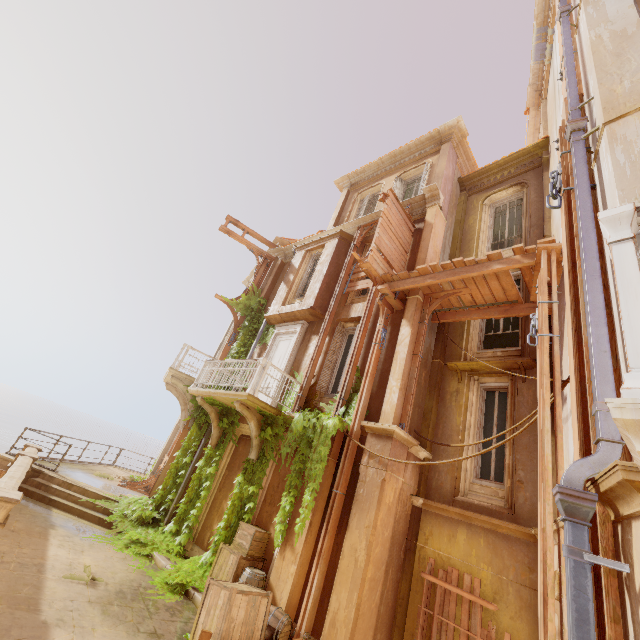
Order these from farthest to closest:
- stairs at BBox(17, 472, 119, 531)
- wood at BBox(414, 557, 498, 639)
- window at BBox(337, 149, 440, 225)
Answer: window at BBox(337, 149, 440, 225) < stairs at BBox(17, 472, 119, 531) < wood at BBox(414, 557, 498, 639)

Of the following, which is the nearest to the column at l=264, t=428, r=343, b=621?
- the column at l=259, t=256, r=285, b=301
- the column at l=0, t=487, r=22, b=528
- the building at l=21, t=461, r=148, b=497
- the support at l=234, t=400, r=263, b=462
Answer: the building at l=21, t=461, r=148, b=497

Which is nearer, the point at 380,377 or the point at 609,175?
the point at 609,175

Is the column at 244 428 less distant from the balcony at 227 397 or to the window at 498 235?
the balcony at 227 397

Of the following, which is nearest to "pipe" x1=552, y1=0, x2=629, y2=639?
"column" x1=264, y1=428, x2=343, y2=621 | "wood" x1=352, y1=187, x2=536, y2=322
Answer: "wood" x1=352, y1=187, x2=536, y2=322

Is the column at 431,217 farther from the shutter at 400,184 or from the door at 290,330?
the door at 290,330

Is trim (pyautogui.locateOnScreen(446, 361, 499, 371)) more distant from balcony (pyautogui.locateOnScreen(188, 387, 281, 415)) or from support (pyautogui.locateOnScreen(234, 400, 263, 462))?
support (pyautogui.locateOnScreen(234, 400, 263, 462))

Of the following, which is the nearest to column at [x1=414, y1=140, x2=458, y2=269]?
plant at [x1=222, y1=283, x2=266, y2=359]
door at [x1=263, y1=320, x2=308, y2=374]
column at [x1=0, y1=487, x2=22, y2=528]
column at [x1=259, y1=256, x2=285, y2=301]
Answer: plant at [x1=222, y1=283, x2=266, y2=359]
